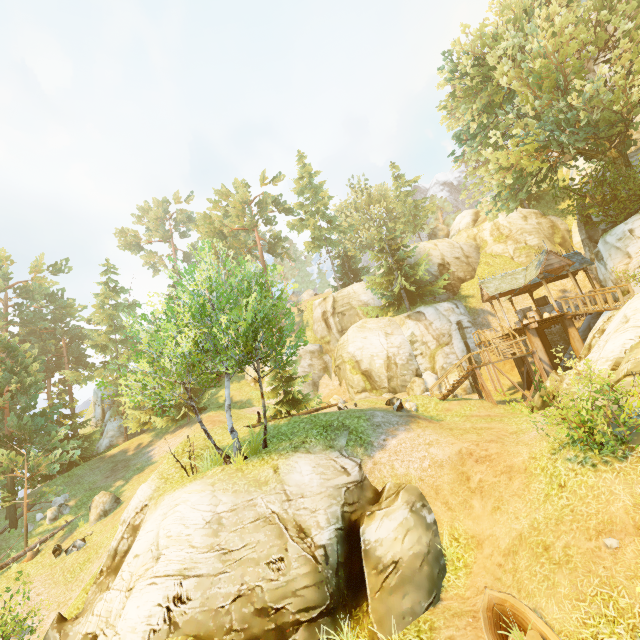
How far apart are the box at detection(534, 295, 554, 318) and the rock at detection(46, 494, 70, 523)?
37.1 meters

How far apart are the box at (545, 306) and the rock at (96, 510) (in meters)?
32.47

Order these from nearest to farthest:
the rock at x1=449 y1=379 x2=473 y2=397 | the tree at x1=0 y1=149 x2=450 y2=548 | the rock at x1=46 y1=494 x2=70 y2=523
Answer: the tree at x1=0 y1=149 x2=450 y2=548 < the rock at x1=46 y1=494 x2=70 y2=523 < the rock at x1=449 y1=379 x2=473 y2=397

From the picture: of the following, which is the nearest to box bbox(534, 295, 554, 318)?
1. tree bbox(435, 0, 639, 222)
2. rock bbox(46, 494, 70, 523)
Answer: tree bbox(435, 0, 639, 222)

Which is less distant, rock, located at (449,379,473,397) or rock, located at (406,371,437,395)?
rock, located at (449,379,473,397)

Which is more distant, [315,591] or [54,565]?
[54,565]

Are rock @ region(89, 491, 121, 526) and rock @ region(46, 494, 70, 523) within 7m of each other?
yes

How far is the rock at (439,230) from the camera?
55.3 meters
